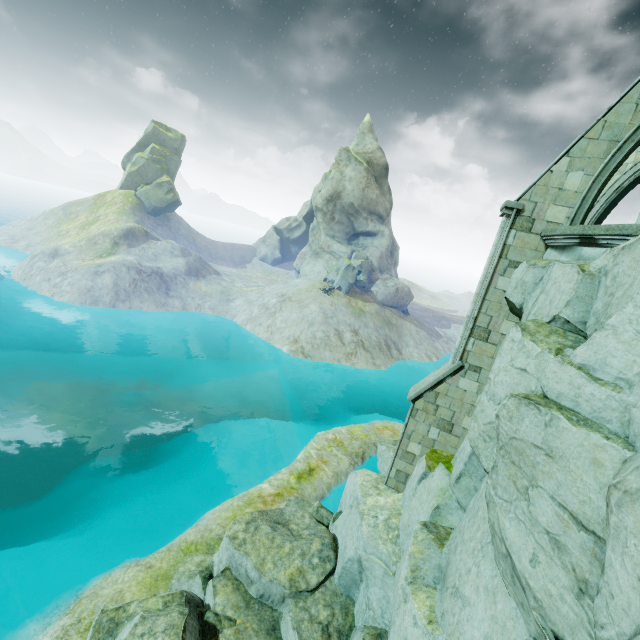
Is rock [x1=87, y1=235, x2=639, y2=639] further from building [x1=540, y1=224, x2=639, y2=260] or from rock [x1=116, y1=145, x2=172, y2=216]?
rock [x1=116, y1=145, x2=172, y2=216]

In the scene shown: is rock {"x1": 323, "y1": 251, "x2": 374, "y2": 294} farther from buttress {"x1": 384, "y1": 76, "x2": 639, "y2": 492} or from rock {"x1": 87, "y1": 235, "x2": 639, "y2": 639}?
buttress {"x1": 384, "y1": 76, "x2": 639, "y2": 492}

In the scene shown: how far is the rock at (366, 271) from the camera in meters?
43.7 m

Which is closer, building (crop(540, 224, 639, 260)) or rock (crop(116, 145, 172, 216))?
building (crop(540, 224, 639, 260))

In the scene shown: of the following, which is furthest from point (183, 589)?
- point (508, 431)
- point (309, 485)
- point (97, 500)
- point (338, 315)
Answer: point (338, 315)

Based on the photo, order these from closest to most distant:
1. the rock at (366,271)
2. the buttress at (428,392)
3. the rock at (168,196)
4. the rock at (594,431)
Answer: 1. the rock at (594,431)
2. the buttress at (428,392)
3. the rock at (366,271)
4. the rock at (168,196)

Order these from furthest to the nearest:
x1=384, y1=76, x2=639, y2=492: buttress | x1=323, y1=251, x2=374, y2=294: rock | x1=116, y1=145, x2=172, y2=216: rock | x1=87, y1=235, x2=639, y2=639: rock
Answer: x1=116, y1=145, x2=172, y2=216: rock → x1=323, y1=251, x2=374, y2=294: rock → x1=384, y1=76, x2=639, y2=492: buttress → x1=87, y1=235, x2=639, y2=639: rock

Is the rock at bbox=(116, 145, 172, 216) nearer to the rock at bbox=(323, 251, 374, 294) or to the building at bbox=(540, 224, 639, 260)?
the rock at bbox=(323, 251, 374, 294)
